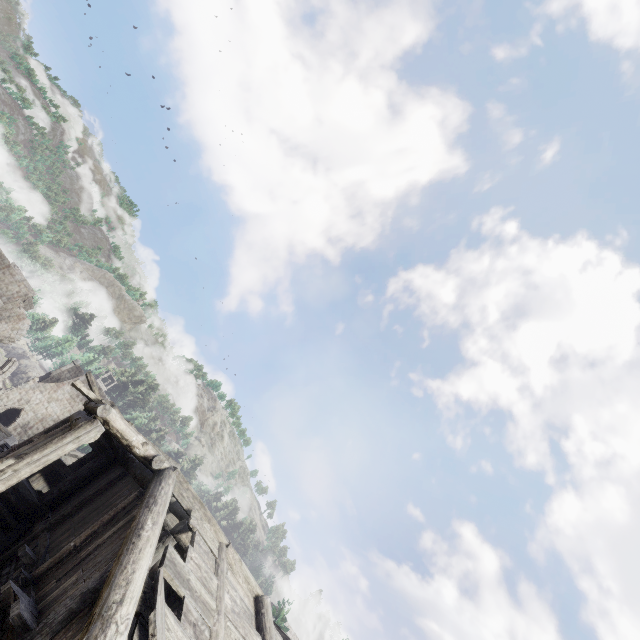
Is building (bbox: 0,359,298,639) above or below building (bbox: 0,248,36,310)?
below

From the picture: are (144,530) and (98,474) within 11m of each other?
yes

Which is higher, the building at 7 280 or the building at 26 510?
the building at 7 280

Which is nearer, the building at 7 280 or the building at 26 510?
the building at 26 510

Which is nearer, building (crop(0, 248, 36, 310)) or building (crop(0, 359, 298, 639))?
building (crop(0, 359, 298, 639))
